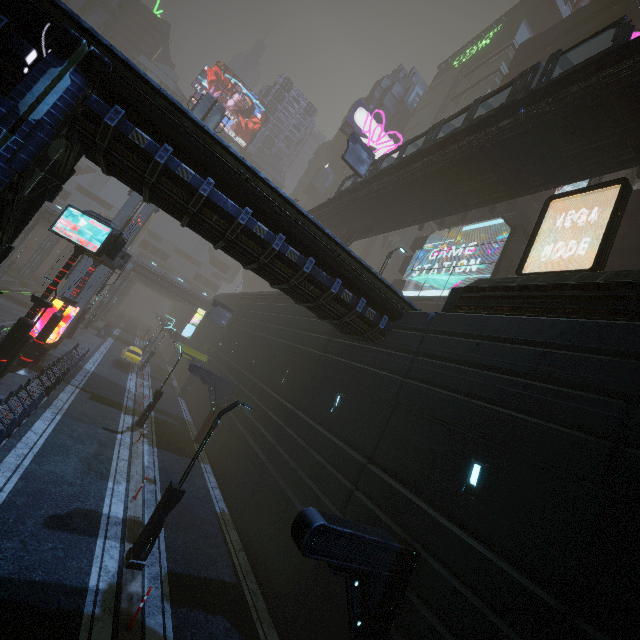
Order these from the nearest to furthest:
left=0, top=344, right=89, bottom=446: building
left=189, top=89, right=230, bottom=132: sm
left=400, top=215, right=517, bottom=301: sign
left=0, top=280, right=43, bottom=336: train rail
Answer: left=0, top=344, right=89, bottom=446: building
left=400, top=215, right=517, bottom=301: sign
left=189, top=89, right=230, bottom=132: sm
left=0, top=280, right=43, bottom=336: train rail

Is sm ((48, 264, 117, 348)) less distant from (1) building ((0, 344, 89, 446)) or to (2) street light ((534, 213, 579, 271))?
(1) building ((0, 344, 89, 446))

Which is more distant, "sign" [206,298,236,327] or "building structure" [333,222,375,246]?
"sign" [206,298,236,327]

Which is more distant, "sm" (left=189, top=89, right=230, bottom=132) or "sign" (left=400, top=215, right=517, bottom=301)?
"sm" (left=189, top=89, right=230, bottom=132)

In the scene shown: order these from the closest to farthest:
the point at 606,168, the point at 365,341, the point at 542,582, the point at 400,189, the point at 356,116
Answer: the point at 542,582, the point at 365,341, the point at 606,168, the point at 400,189, the point at 356,116

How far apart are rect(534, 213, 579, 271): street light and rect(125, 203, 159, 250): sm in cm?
2984

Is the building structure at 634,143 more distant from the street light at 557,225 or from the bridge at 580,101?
the street light at 557,225

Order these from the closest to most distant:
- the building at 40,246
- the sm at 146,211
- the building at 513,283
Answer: the building at 513,283 → the sm at 146,211 → the building at 40,246
